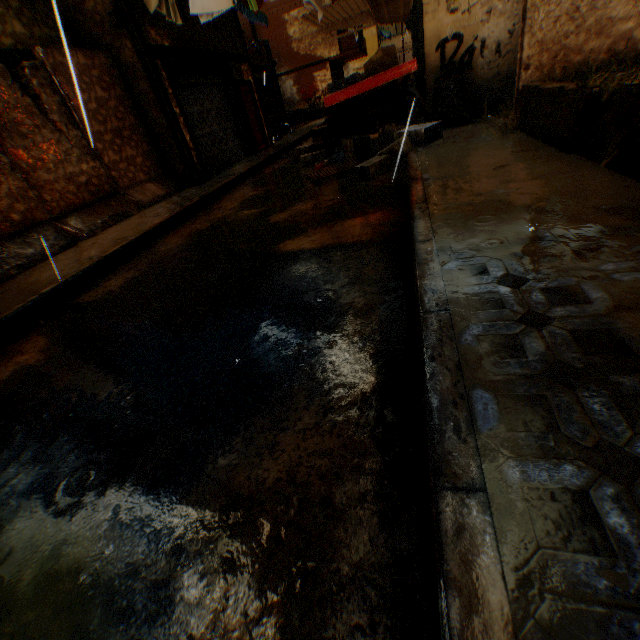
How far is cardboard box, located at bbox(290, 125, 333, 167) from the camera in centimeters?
888cm

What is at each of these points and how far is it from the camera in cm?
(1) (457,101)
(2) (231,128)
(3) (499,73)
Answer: (1) trash bag, 700
(2) rolling overhead door, 1223
(3) building, 709

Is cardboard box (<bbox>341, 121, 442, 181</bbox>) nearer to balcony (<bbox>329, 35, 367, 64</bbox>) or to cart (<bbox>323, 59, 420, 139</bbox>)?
cart (<bbox>323, 59, 420, 139</bbox>)

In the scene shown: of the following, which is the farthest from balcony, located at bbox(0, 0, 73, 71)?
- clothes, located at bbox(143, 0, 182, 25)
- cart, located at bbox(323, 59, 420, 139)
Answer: cart, located at bbox(323, 59, 420, 139)

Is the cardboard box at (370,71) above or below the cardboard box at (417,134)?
above

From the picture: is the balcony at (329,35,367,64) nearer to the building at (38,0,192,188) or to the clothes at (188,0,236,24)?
the building at (38,0,192,188)

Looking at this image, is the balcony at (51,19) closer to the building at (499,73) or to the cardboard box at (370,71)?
the building at (499,73)

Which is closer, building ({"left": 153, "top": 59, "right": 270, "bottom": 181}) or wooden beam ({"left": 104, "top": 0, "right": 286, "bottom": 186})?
wooden beam ({"left": 104, "top": 0, "right": 286, "bottom": 186})
